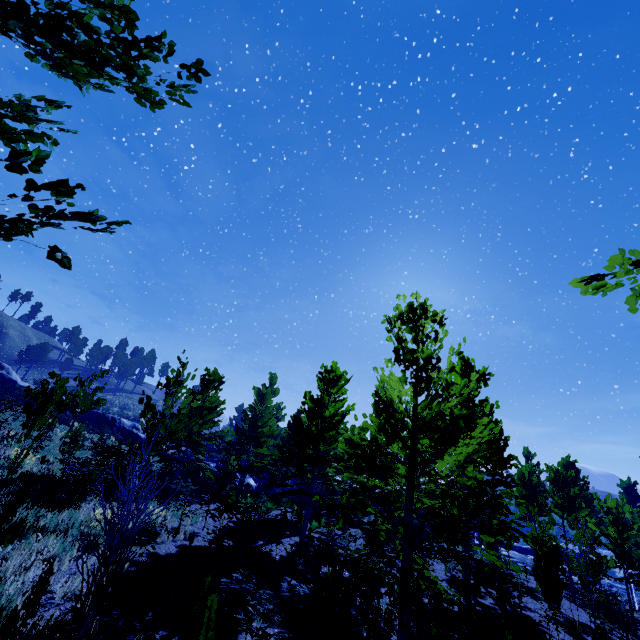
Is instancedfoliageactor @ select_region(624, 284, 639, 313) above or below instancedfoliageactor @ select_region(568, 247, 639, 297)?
below

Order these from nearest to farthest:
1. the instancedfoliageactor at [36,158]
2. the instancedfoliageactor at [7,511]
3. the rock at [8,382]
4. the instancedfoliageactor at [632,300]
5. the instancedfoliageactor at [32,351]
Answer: the instancedfoliageactor at [36,158] → the instancedfoliageactor at [632,300] → the instancedfoliageactor at [7,511] → the rock at [8,382] → the instancedfoliageactor at [32,351]

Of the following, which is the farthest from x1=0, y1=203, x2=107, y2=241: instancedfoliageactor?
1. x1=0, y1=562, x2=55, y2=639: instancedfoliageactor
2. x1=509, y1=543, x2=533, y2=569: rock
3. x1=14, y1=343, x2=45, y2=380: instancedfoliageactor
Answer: x1=14, y1=343, x2=45, y2=380: instancedfoliageactor

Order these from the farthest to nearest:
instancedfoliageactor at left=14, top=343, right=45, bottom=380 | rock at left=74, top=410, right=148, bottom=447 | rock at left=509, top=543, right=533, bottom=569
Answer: instancedfoliageactor at left=14, top=343, right=45, bottom=380 < rock at left=509, top=543, right=533, bottom=569 < rock at left=74, top=410, right=148, bottom=447

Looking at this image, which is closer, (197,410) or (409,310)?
(409,310)

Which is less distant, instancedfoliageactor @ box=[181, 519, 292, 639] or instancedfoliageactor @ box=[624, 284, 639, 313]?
instancedfoliageactor @ box=[624, 284, 639, 313]

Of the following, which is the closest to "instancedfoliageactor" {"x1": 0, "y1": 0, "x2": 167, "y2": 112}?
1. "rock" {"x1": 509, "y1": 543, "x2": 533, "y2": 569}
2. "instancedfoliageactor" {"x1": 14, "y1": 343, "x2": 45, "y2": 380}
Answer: "rock" {"x1": 509, "y1": 543, "x2": 533, "y2": 569}

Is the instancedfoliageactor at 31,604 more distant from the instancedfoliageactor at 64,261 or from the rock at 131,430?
the rock at 131,430
